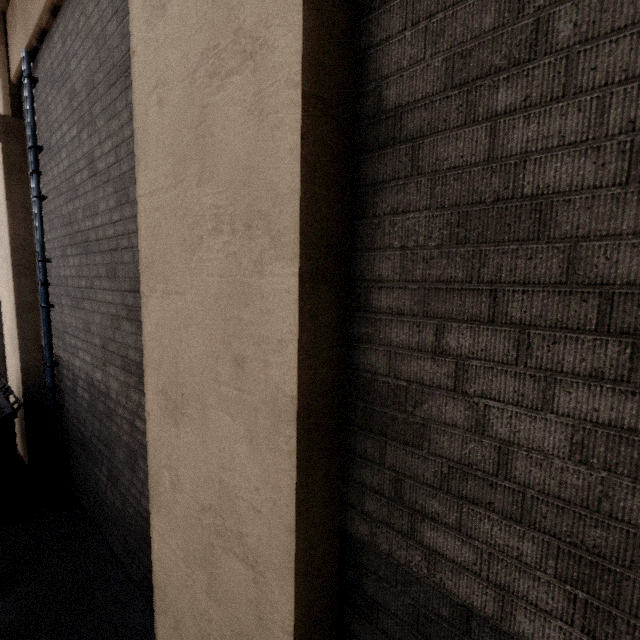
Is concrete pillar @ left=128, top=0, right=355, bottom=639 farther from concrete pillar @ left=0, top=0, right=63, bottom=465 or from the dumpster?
the dumpster

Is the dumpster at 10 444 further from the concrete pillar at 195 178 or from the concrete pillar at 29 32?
the concrete pillar at 195 178

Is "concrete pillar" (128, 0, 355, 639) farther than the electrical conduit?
No

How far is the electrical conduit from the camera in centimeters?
422cm

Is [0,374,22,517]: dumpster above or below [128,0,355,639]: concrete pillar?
below

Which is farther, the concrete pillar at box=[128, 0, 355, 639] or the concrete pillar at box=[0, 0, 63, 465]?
the concrete pillar at box=[0, 0, 63, 465]

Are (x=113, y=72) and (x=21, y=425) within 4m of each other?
no
